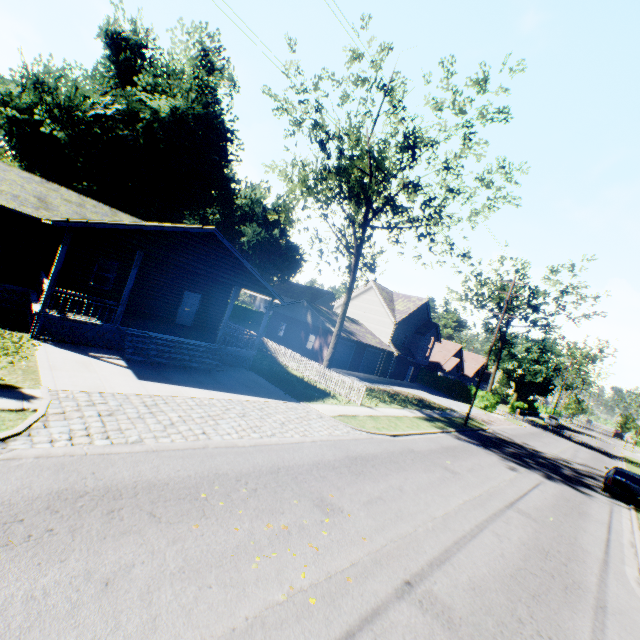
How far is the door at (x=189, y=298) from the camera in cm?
2081

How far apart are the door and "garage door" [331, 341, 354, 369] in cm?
1442

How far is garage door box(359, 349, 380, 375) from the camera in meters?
36.1 m

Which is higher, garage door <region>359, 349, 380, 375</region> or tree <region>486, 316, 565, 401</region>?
tree <region>486, 316, 565, 401</region>

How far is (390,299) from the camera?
42.3m

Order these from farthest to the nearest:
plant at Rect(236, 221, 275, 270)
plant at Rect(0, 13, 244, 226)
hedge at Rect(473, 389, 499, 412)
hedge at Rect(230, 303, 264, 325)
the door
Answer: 1. plant at Rect(236, 221, 275, 270)
2. hedge at Rect(230, 303, 264, 325)
3. hedge at Rect(473, 389, 499, 412)
4. plant at Rect(0, 13, 244, 226)
5. the door

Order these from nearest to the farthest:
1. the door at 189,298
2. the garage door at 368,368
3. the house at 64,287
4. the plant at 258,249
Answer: the house at 64,287 < the door at 189,298 < the garage door at 368,368 < the plant at 258,249

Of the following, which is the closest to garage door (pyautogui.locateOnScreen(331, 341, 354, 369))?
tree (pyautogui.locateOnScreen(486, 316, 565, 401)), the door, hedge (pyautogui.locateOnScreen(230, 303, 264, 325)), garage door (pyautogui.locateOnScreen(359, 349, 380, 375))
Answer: garage door (pyautogui.locateOnScreen(359, 349, 380, 375))
